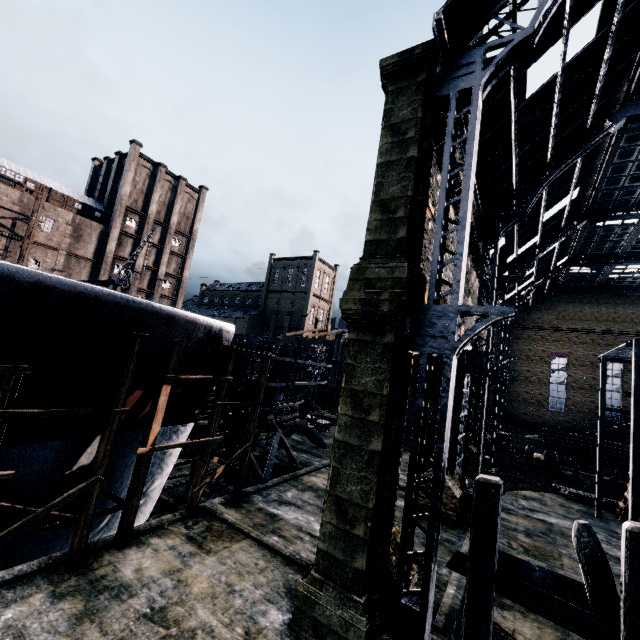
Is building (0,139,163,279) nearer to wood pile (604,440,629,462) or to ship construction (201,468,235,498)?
ship construction (201,468,235,498)

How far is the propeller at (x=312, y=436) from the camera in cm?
2839

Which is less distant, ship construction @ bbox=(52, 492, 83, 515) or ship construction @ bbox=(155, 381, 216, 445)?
ship construction @ bbox=(52, 492, 83, 515)

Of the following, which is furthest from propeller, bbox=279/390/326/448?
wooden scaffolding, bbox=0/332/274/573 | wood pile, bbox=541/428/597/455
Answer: wood pile, bbox=541/428/597/455

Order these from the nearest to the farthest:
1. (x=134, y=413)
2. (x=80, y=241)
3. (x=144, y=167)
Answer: (x=134, y=413)
(x=80, y=241)
(x=144, y=167)

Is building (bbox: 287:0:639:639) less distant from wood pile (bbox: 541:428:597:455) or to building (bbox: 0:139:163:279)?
building (bbox: 0:139:163:279)

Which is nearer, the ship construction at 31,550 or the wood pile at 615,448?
the ship construction at 31,550
